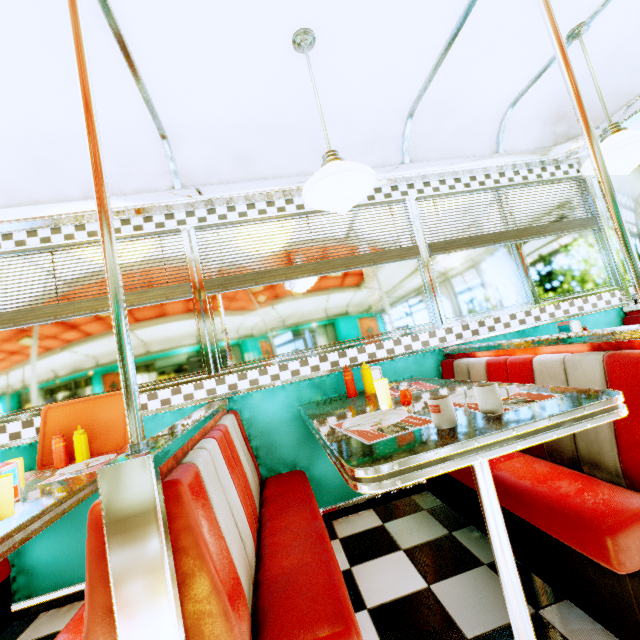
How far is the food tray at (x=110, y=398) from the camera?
2.16m

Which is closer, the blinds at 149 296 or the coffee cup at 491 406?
the coffee cup at 491 406

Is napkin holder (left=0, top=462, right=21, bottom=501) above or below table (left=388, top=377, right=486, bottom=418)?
above

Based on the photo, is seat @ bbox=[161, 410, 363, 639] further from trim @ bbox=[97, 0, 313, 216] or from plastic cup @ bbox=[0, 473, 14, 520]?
trim @ bbox=[97, 0, 313, 216]

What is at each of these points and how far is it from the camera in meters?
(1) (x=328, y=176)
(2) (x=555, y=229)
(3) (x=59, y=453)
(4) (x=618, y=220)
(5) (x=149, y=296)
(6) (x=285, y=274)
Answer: (1) hanging light, 1.6 m
(2) blinds, 3.2 m
(3) sauce bottle, 2.1 m
(4) support pole, 1.4 m
(5) blinds, 2.5 m
(6) blinds, 2.7 m

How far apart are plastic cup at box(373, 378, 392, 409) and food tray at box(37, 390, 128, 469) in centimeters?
178cm

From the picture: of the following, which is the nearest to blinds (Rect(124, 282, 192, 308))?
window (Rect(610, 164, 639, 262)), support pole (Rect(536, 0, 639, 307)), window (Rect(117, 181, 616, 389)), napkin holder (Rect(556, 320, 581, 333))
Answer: window (Rect(117, 181, 616, 389))

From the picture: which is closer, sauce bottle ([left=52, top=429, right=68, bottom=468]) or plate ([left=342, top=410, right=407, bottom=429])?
plate ([left=342, top=410, right=407, bottom=429])
